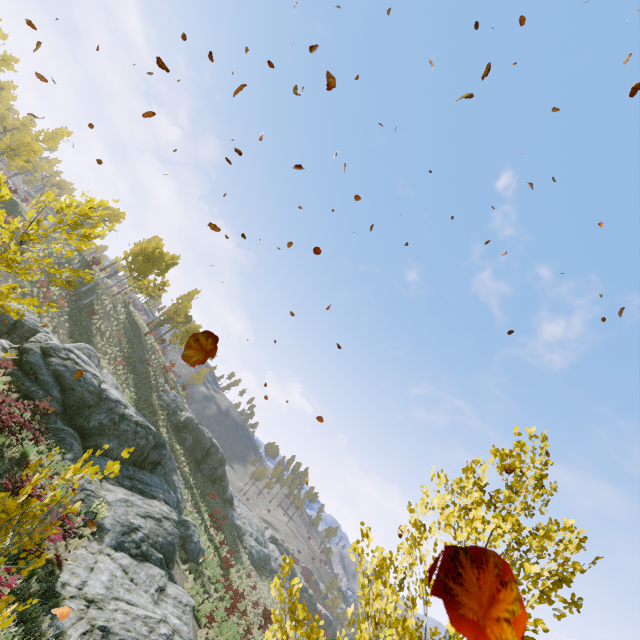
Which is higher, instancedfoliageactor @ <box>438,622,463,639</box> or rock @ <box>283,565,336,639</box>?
instancedfoliageactor @ <box>438,622,463,639</box>

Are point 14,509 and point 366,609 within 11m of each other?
yes

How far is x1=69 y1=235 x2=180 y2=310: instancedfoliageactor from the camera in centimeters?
3122cm

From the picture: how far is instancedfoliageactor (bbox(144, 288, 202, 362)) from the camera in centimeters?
4159cm

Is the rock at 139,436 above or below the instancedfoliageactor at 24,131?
below

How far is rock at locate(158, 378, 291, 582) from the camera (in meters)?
35.78

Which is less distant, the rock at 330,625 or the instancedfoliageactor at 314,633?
the instancedfoliageactor at 314,633

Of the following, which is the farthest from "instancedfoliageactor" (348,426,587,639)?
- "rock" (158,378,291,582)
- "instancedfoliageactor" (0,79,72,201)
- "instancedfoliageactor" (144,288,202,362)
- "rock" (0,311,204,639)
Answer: "instancedfoliageactor" (144,288,202,362)
